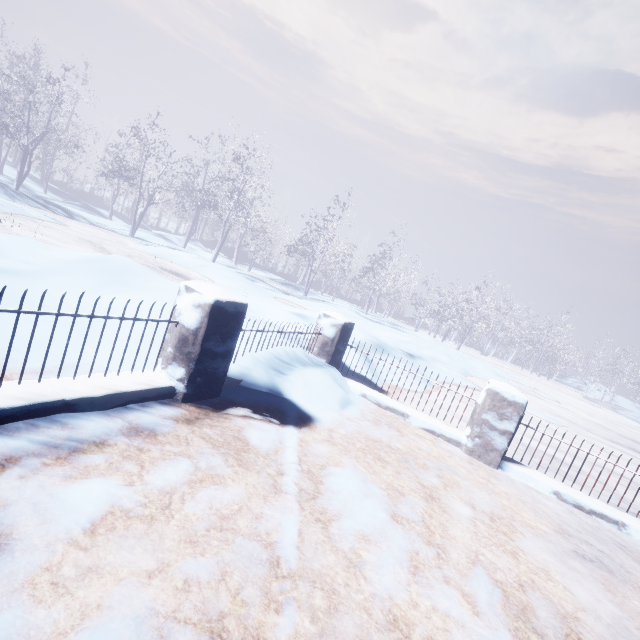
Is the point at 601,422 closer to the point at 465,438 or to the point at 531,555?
the point at 465,438
